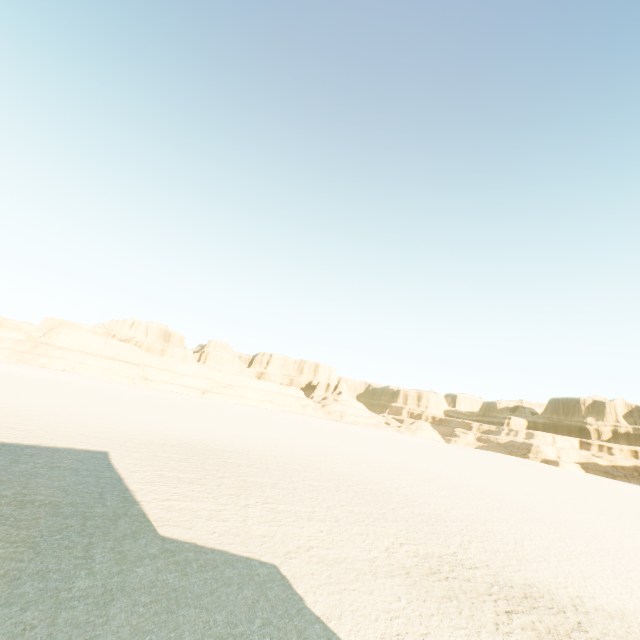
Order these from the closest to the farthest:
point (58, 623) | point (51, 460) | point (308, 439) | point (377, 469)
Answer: point (58, 623) → point (51, 460) → point (377, 469) → point (308, 439)
